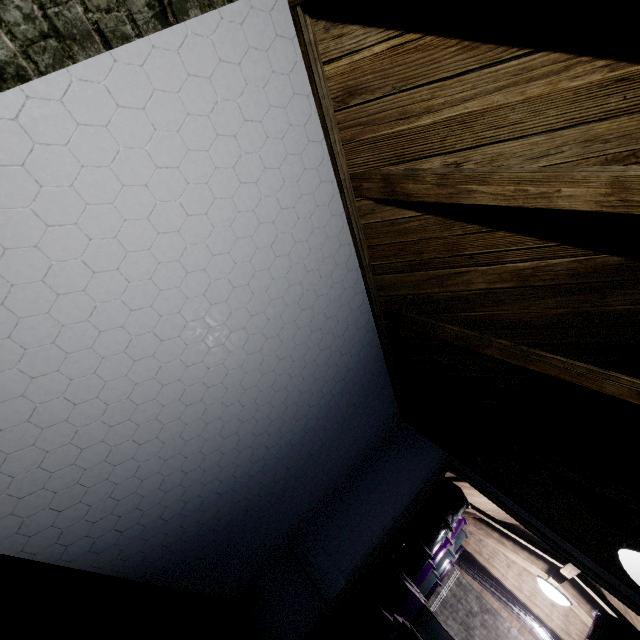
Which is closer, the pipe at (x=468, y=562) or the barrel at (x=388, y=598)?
the barrel at (x=388, y=598)

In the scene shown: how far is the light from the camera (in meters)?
3.41

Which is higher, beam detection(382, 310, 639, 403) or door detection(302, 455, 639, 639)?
beam detection(382, 310, 639, 403)

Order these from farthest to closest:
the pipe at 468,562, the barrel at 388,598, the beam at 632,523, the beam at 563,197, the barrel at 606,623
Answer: the pipe at 468,562, the barrel at 388,598, the barrel at 606,623, the beam at 632,523, the beam at 563,197

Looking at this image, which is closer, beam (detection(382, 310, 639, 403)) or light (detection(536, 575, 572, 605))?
beam (detection(382, 310, 639, 403))

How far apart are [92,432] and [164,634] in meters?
1.2 m

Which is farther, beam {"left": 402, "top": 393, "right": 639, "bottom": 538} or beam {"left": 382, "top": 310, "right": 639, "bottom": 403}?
beam {"left": 402, "top": 393, "right": 639, "bottom": 538}

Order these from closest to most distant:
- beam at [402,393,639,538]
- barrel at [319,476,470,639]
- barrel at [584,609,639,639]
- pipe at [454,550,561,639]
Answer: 1. beam at [402,393,639,538]
2. barrel at [584,609,639,639]
3. barrel at [319,476,470,639]
4. pipe at [454,550,561,639]
